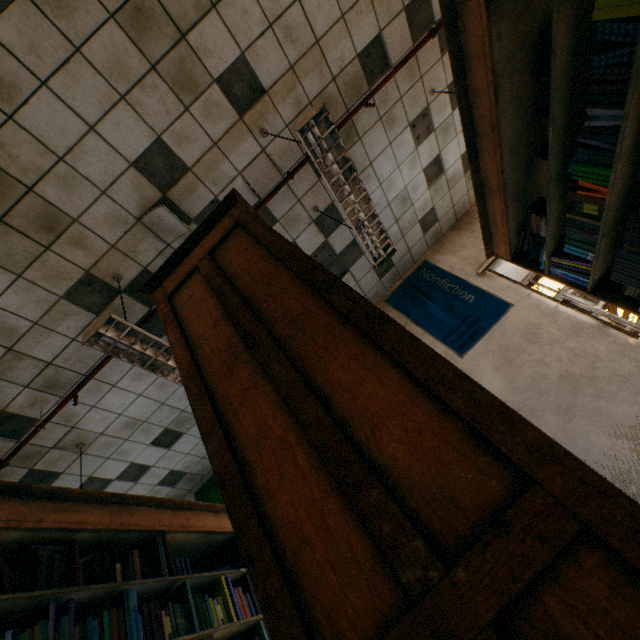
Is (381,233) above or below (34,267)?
below

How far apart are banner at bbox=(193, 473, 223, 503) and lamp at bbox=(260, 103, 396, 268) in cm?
375

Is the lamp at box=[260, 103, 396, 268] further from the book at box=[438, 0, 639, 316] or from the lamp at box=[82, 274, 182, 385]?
the lamp at box=[82, 274, 182, 385]

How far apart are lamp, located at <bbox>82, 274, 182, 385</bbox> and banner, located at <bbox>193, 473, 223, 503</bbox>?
2.25m

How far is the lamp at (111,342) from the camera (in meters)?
2.17

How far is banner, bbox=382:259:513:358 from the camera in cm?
430

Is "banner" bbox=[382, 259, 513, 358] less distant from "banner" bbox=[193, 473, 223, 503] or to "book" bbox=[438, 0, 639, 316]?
"book" bbox=[438, 0, 639, 316]

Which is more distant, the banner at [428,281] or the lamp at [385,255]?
the banner at [428,281]
